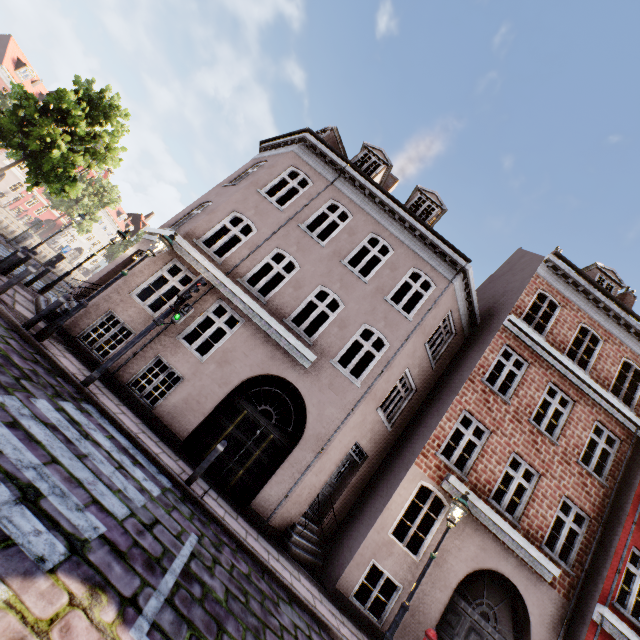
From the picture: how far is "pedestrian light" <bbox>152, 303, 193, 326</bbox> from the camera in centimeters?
768cm

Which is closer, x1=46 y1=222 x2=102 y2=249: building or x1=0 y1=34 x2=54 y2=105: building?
x1=0 y1=34 x2=54 y2=105: building

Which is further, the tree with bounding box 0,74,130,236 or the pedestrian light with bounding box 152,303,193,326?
the tree with bounding box 0,74,130,236

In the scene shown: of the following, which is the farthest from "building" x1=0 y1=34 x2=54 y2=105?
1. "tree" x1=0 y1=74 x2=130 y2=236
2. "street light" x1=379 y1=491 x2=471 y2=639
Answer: "street light" x1=379 y1=491 x2=471 y2=639

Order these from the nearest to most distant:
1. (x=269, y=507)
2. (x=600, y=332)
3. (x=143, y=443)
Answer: (x=143, y=443) → (x=269, y=507) → (x=600, y=332)

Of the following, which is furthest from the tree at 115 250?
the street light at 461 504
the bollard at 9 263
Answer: the street light at 461 504

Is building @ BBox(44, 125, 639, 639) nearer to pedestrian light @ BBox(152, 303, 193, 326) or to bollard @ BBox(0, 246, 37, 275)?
bollard @ BBox(0, 246, 37, 275)

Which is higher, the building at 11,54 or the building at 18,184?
the building at 11,54
